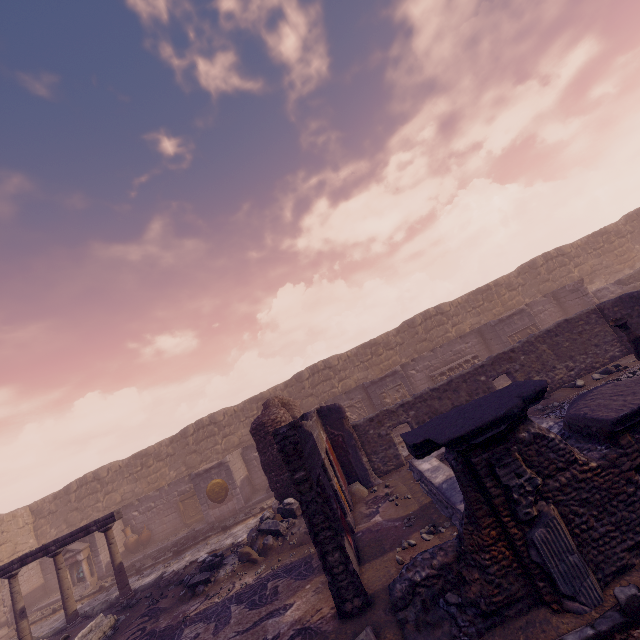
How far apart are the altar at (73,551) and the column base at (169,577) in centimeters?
627cm

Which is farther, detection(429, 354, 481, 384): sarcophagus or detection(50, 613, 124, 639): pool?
detection(429, 354, 481, 384): sarcophagus

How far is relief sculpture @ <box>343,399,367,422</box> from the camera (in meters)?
16.69

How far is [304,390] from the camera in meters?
20.2 m

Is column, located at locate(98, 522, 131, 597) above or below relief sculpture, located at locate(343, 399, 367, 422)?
below

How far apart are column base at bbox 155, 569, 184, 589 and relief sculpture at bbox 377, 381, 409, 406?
9.6 meters

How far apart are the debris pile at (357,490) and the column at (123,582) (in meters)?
7.82

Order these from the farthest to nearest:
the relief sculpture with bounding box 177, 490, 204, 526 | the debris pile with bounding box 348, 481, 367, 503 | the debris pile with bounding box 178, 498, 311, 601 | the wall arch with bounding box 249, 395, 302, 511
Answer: the relief sculpture with bounding box 177, 490, 204, 526 < the wall arch with bounding box 249, 395, 302, 511 < the debris pile with bounding box 348, 481, 367, 503 < the debris pile with bounding box 178, 498, 311, 601
